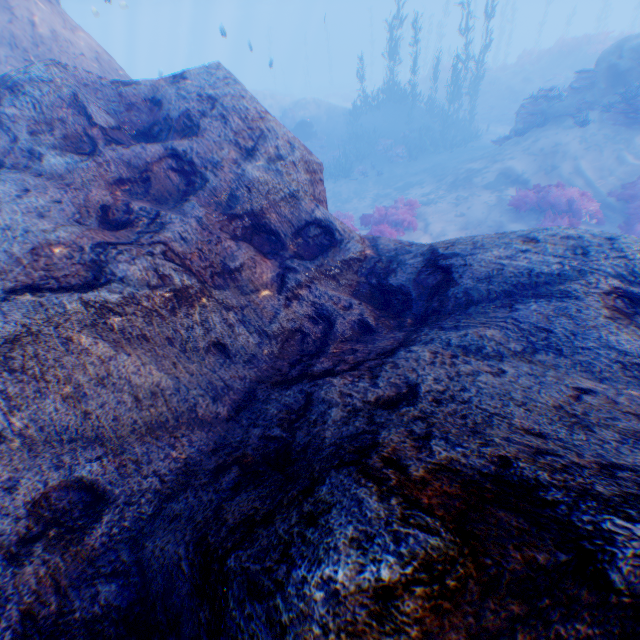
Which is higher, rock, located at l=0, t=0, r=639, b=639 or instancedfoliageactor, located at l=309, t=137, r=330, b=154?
rock, located at l=0, t=0, r=639, b=639

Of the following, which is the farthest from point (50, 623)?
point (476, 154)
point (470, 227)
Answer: point (476, 154)

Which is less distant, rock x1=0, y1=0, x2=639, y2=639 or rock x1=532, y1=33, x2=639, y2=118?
rock x1=0, y1=0, x2=639, y2=639

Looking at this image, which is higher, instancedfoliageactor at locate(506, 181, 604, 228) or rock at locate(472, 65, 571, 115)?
rock at locate(472, 65, 571, 115)

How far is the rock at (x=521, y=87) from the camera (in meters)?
21.81

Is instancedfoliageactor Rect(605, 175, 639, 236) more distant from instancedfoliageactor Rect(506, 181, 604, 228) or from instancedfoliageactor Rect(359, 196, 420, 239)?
instancedfoliageactor Rect(359, 196, 420, 239)

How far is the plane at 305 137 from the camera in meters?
20.3 m

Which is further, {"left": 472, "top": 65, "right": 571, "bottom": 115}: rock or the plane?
{"left": 472, "top": 65, "right": 571, "bottom": 115}: rock
